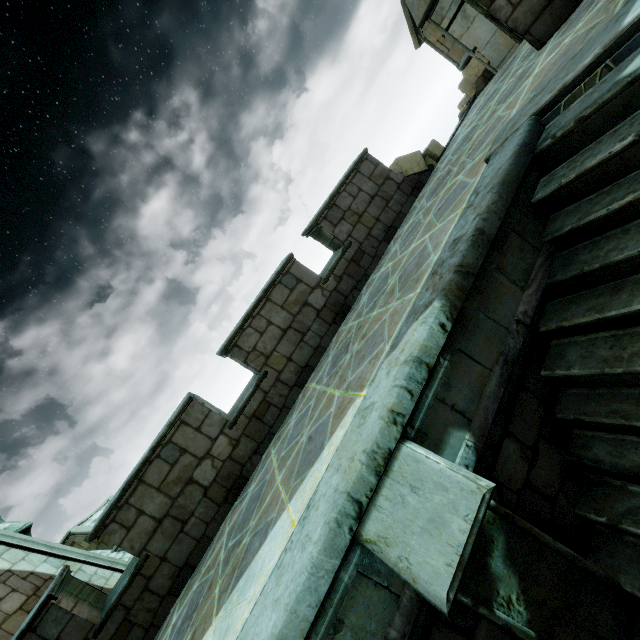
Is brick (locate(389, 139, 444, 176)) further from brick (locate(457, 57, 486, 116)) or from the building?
brick (locate(457, 57, 486, 116))

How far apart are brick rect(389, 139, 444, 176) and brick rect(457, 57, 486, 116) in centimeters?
206cm

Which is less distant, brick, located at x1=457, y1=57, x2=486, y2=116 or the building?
the building

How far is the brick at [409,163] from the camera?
7.44m

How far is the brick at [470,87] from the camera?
7.89m

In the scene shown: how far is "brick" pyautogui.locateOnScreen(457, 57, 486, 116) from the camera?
7.9 meters

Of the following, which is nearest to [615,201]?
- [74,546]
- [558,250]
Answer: [558,250]
